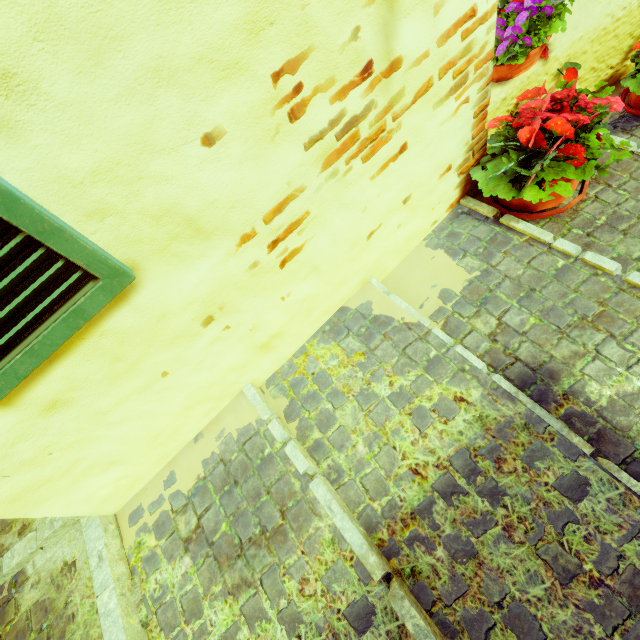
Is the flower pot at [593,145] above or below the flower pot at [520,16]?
below

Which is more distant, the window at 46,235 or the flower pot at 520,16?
the flower pot at 520,16

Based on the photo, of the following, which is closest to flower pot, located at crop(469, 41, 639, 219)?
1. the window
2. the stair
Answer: the stair

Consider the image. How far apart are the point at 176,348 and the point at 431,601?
1.4m

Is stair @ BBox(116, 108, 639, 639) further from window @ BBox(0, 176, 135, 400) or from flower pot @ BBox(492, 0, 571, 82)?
window @ BBox(0, 176, 135, 400)
